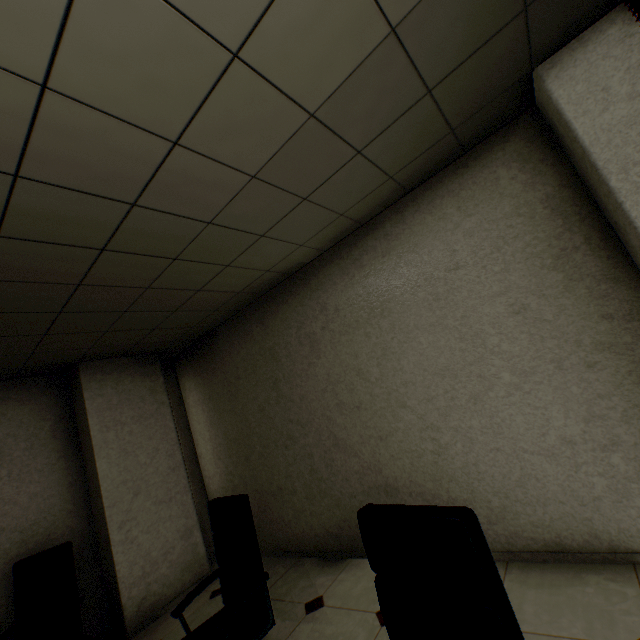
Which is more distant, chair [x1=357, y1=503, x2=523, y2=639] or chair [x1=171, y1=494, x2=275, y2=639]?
chair [x1=171, y1=494, x2=275, y2=639]

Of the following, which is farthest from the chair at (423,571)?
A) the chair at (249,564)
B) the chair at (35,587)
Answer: the chair at (35,587)

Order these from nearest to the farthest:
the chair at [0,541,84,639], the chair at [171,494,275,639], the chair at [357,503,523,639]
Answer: the chair at [357,503,523,639]
the chair at [171,494,275,639]
the chair at [0,541,84,639]

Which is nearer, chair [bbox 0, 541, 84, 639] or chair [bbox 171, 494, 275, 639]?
chair [bbox 171, 494, 275, 639]

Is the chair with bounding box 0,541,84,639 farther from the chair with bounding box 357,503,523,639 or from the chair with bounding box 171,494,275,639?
the chair with bounding box 357,503,523,639

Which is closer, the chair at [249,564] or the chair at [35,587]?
the chair at [249,564]

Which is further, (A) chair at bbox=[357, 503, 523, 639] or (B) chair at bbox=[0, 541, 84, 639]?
(B) chair at bbox=[0, 541, 84, 639]

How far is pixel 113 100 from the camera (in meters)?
1.29
